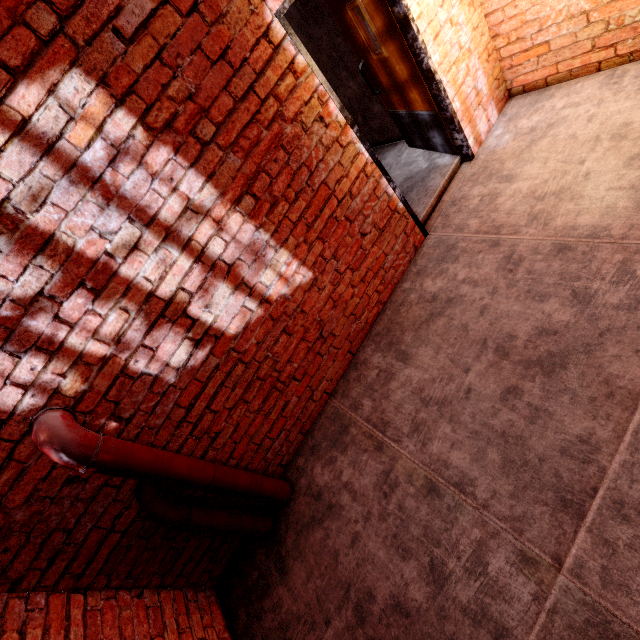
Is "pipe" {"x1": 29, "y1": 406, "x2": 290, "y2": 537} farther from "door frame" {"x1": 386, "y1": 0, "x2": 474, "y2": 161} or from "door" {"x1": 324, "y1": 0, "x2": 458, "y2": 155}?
"door" {"x1": 324, "y1": 0, "x2": 458, "y2": 155}

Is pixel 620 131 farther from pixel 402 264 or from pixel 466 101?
pixel 402 264

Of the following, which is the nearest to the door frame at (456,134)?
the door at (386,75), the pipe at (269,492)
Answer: the door at (386,75)

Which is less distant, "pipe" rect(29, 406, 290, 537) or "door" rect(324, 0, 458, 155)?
"pipe" rect(29, 406, 290, 537)

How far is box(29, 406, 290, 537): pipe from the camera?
1.78m

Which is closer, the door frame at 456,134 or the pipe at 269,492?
the pipe at 269,492

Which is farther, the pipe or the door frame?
the door frame
